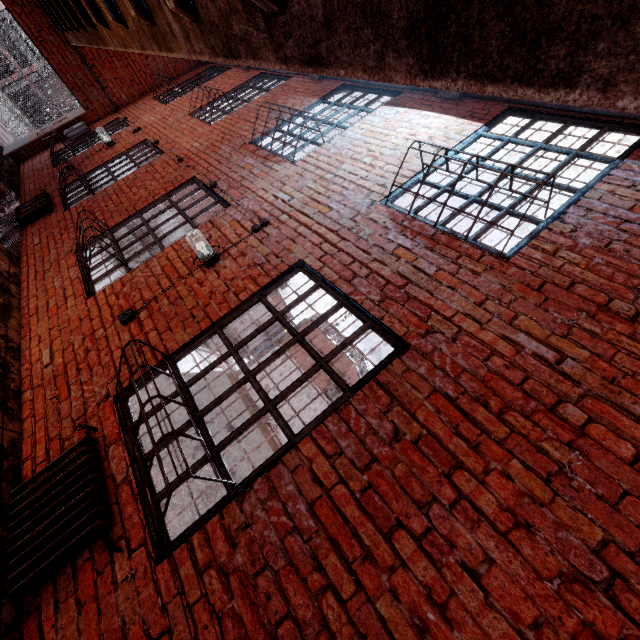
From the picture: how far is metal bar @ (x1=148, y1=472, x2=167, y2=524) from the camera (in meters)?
2.02

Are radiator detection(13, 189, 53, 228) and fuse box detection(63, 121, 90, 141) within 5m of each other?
yes

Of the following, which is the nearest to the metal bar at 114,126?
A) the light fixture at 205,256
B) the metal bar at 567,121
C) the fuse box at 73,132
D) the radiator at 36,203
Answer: the fuse box at 73,132

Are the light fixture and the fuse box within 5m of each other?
no

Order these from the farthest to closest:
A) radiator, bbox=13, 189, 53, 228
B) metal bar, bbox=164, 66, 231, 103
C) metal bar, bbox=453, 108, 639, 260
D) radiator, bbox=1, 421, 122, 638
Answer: metal bar, bbox=164, 66, 231, 103 < radiator, bbox=13, 189, 53, 228 < metal bar, bbox=453, 108, 639, 260 < radiator, bbox=1, 421, 122, 638

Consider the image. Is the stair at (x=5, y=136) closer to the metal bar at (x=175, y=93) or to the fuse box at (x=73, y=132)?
the fuse box at (x=73, y=132)

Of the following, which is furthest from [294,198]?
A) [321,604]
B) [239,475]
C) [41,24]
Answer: [41,24]
